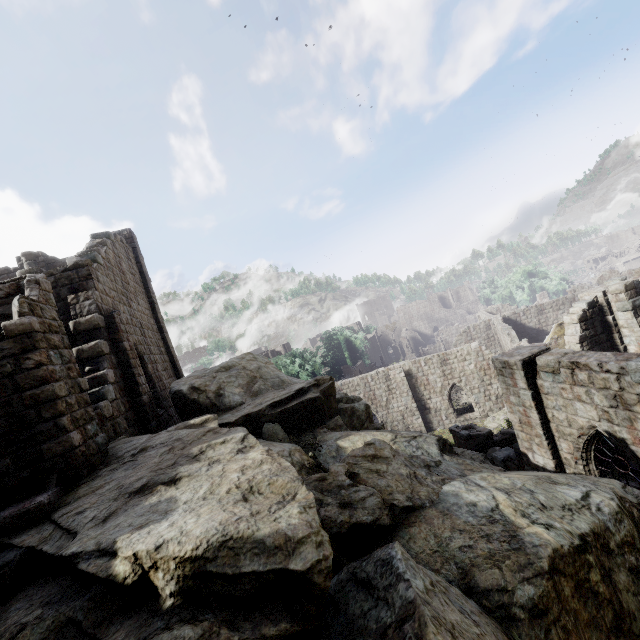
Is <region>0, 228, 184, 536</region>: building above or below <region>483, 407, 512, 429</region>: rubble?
above

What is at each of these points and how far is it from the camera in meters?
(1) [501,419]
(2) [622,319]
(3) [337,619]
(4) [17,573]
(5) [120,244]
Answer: (1) rubble, 25.0
(2) building, 16.5
(3) rock, 3.5
(4) building, 4.3
(5) building, 17.6

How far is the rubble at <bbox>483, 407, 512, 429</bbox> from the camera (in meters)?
23.49

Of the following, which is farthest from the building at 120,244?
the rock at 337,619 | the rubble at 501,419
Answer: the rock at 337,619

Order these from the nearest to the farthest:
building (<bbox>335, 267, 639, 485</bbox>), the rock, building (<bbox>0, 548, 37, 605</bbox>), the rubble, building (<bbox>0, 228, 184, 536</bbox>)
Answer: Answer:
the rock
building (<bbox>0, 548, 37, 605</bbox>)
building (<bbox>0, 228, 184, 536</bbox>)
building (<bbox>335, 267, 639, 485</bbox>)
the rubble

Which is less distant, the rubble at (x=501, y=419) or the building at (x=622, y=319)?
the building at (x=622, y=319)

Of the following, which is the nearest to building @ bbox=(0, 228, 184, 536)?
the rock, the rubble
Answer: the rubble
